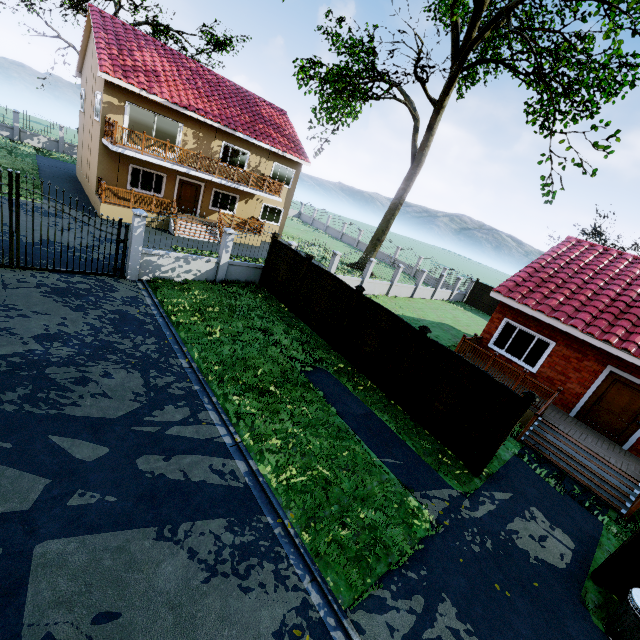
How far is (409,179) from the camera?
25.5m

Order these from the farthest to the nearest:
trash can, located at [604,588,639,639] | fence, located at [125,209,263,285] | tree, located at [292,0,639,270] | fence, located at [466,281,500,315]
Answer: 1. fence, located at [466,281,500,315]
2. tree, located at [292,0,639,270]
3. fence, located at [125,209,263,285]
4. trash can, located at [604,588,639,639]

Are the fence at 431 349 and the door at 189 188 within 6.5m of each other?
no

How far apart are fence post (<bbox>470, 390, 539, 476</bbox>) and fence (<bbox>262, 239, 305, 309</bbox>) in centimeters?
866cm

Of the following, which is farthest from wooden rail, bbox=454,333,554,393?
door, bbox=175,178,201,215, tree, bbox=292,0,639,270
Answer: door, bbox=175,178,201,215

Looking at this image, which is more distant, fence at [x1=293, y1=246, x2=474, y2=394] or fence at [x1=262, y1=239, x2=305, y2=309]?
fence at [x1=262, y1=239, x2=305, y2=309]

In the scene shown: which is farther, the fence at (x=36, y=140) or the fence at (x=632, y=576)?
the fence at (x=36, y=140)

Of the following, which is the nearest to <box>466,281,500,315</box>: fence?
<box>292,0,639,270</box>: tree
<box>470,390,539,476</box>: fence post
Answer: <box>292,0,639,270</box>: tree
